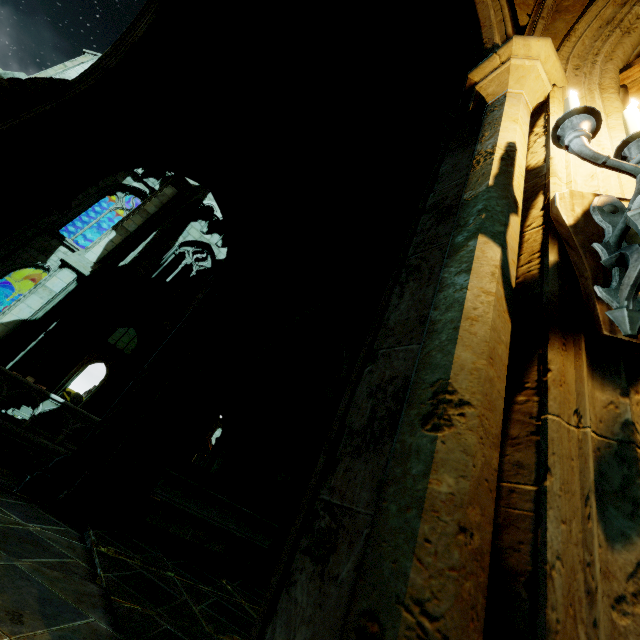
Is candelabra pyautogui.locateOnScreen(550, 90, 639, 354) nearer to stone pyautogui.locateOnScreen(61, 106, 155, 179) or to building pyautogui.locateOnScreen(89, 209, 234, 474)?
stone pyautogui.locateOnScreen(61, 106, 155, 179)

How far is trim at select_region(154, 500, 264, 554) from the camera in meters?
11.8

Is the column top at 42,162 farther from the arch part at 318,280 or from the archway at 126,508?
the arch part at 318,280

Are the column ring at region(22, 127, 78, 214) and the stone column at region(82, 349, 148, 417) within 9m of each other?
no

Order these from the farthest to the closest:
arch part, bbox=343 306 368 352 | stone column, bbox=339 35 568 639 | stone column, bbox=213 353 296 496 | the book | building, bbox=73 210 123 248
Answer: building, bbox=73 210 123 248 < stone column, bbox=213 353 296 496 < arch part, bbox=343 306 368 352 < the book < stone column, bbox=339 35 568 639

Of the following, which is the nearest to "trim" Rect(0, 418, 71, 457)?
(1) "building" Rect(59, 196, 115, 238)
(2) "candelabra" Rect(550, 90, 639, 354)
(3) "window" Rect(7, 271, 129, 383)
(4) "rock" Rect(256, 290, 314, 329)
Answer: (4) "rock" Rect(256, 290, 314, 329)

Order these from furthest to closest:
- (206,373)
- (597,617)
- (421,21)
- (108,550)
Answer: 1. (206,373)
2. (421,21)
3. (108,550)
4. (597,617)

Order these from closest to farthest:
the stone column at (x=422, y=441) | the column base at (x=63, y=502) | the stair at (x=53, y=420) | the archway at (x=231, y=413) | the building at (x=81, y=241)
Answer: the stone column at (x=422, y=441), the column base at (x=63, y=502), the stair at (x=53, y=420), the building at (x=81, y=241), the archway at (x=231, y=413)
